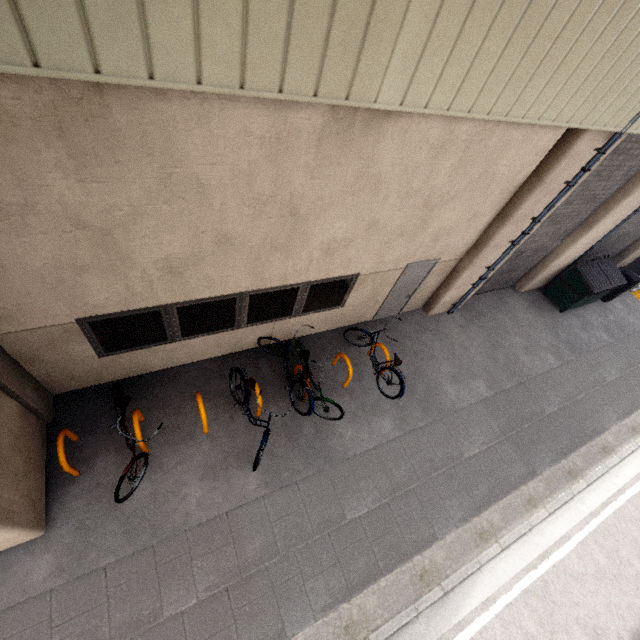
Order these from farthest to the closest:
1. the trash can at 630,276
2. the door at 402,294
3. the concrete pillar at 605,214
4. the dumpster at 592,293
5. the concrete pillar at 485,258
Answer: the trash can at 630,276 < the dumpster at 592,293 < the concrete pillar at 605,214 < the door at 402,294 < the concrete pillar at 485,258

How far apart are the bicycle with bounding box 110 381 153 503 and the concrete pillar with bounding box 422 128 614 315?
7.09m

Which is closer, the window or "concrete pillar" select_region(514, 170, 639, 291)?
the window

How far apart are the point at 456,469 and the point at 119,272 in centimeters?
715cm

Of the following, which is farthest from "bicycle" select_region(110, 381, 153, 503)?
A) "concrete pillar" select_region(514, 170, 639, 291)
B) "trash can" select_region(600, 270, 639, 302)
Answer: "trash can" select_region(600, 270, 639, 302)

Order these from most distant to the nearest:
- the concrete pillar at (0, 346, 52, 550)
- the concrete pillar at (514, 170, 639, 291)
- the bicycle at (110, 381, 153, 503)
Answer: the concrete pillar at (514, 170, 639, 291) < the bicycle at (110, 381, 153, 503) < the concrete pillar at (0, 346, 52, 550)

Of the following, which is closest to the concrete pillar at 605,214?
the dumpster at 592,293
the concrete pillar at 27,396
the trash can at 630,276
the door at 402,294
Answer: the dumpster at 592,293

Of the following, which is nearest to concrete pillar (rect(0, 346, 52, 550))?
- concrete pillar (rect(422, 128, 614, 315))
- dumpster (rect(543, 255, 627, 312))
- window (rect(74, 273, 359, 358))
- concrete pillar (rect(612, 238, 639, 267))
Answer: window (rect(74, 273, 359, 358))
